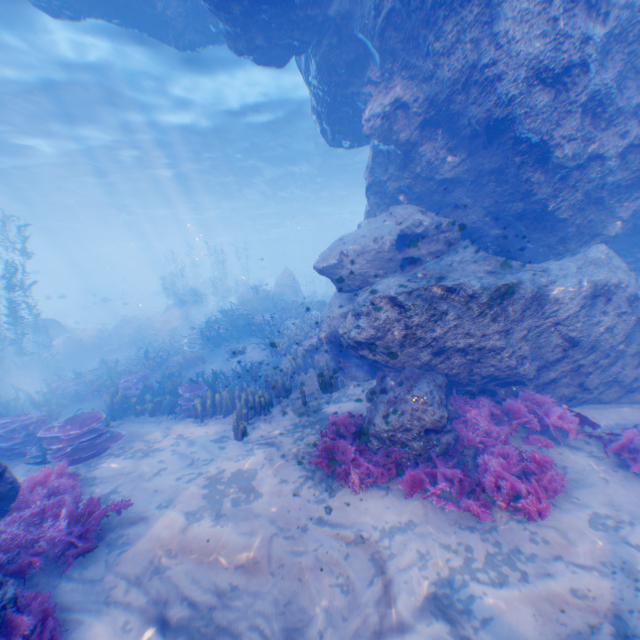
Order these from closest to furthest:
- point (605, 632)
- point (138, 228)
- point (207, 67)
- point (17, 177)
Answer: point (605, 632)
point (207, 67)
point (17, 177)
point (138, 228)

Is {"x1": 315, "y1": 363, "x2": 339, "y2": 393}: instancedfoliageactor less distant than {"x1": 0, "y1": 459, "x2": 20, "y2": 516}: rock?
No

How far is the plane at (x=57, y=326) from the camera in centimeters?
2039cm

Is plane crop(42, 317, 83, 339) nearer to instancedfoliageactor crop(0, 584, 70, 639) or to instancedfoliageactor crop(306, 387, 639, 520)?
instancedfoliageactor crop(306, 387, 639, 520)

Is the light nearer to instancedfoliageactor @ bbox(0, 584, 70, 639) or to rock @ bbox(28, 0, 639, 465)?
rock @ bbox(28, 0, 639, 465)

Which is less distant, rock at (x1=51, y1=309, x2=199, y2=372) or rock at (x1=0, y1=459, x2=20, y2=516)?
rock at (x1=0, y1=459, x2=20, y2=516)

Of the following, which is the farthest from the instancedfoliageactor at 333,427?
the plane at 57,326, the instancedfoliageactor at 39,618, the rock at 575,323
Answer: the plane at 57,326

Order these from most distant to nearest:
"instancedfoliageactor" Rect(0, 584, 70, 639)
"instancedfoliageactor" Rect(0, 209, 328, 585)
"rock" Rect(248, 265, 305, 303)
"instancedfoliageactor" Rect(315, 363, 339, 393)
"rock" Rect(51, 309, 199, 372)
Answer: "rock" Rect(248, 265, 305, 303) → "rock" Rect(51, 309, 199, 372) → "instancedfoliageactor" Rect(315, 363, 339, 393) → "instancedfoliageactor" Rect(0, 209, 328, 585) → "instancedfoliageactor" Rect(0, 584, 70, 639)
